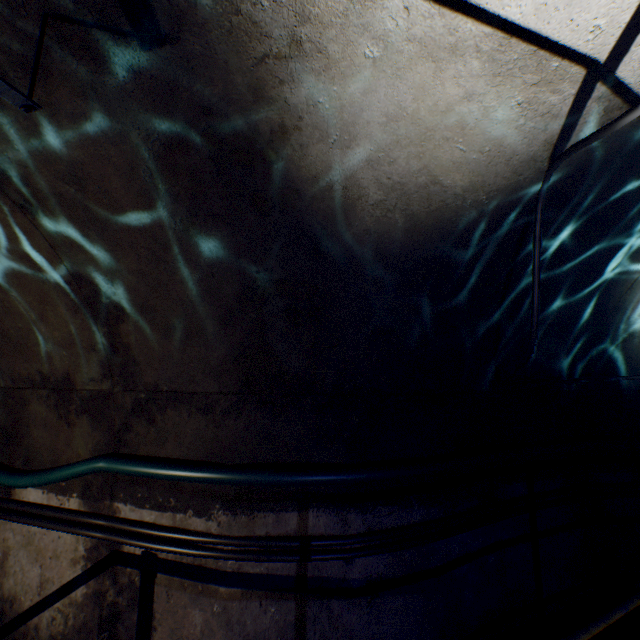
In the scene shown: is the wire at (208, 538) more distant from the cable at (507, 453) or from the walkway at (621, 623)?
the walkway at (621, 623)

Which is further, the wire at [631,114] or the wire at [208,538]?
the wire at [208,538]

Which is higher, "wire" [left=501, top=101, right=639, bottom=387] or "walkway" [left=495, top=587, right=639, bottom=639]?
"wire" [left=501, top=101, right=639, bottom=387]

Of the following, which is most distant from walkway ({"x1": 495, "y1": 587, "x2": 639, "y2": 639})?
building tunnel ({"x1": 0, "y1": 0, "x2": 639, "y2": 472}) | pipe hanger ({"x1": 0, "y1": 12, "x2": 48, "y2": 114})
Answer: pipe hanger ({"x1": 0, "y1": 12, "x2": 48, "y2": 114})

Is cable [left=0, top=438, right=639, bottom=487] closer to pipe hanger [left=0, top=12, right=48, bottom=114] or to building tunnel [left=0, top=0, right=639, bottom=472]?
building tunnel [left=0, top=0, right=639, bottom=472]

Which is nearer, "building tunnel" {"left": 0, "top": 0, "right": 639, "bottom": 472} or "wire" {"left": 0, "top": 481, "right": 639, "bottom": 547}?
"building tunnel" {"left": 0, "top": 0, "right": 639, "bottom": 472}

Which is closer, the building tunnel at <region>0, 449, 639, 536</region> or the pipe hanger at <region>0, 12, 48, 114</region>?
the pipe hanger at <region>0, 12, 48, 114</region>

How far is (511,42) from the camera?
1.4m
